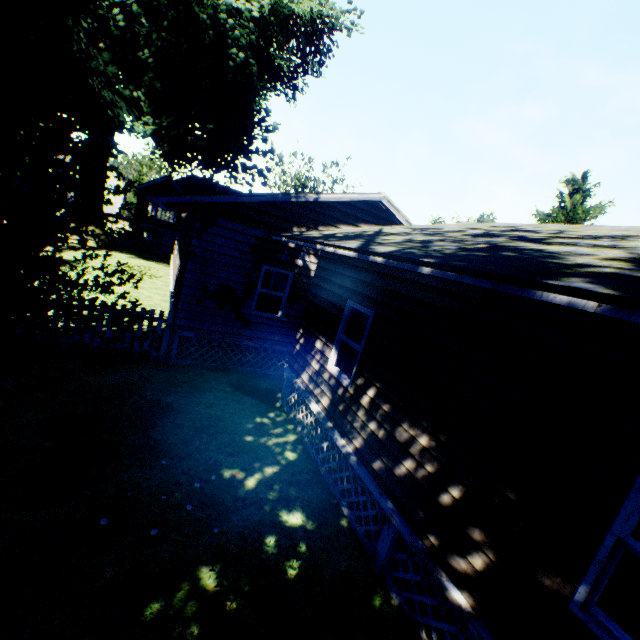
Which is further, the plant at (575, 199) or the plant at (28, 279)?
the plant at (575, 199)

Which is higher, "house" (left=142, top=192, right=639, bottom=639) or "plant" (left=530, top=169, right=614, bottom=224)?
"plant" (left=530, top=169, right=614, bottom=224)

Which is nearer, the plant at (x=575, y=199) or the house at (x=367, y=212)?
the house at (x=367, y=212)

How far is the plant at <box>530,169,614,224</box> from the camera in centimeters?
1908cm

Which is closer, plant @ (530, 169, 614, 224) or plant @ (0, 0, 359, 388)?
plant @ (0, 0, 359, 388)

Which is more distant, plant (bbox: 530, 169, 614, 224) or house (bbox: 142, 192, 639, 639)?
plant (bbox: 530, 169, 614, 224)

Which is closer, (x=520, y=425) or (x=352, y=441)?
(x=520, y=425)
